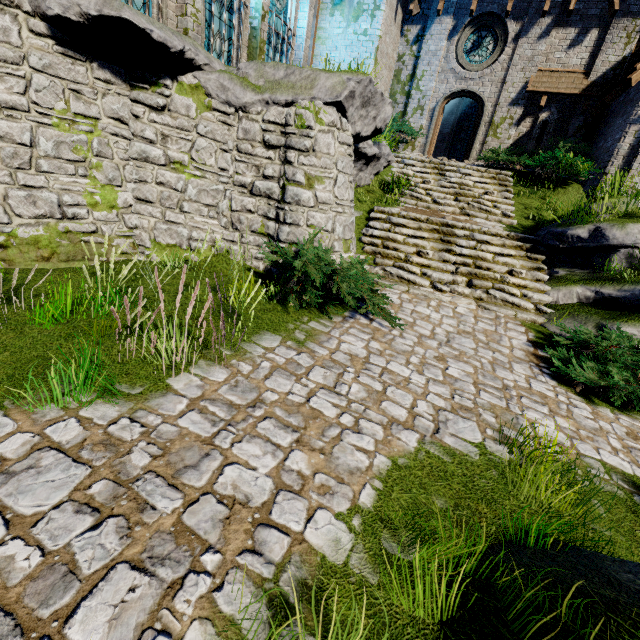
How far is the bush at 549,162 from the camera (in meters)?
11.21

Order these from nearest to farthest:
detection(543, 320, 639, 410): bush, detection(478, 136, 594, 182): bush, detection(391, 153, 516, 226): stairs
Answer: detection(543, 320, 639, 410): bush → detection(391, 153, 516, 226): stairs → detection(478, 136, 594, 182): bush

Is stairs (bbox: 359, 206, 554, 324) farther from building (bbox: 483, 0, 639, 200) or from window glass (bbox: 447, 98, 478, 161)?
window glass (bbox: 447, 98, 478, 161)

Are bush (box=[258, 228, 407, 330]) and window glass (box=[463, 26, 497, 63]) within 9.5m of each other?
no

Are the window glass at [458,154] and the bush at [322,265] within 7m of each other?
no

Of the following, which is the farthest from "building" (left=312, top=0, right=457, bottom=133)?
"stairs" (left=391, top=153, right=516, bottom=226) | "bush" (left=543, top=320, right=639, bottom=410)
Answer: "bush" (left=543, top=320, right=639, bottom=410)

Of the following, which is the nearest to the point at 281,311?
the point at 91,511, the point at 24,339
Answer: the point at 24,339

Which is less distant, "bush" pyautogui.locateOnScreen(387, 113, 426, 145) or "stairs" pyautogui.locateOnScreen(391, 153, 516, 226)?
"stairs" pyautogui.locateOnScreen(391, 153, 516, 226)
